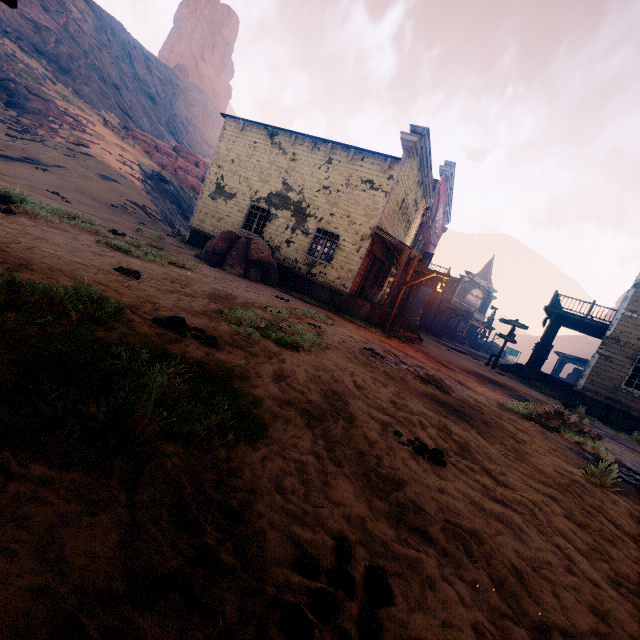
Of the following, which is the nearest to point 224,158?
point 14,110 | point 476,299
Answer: point 14,110

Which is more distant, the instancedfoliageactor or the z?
the instancedfoliageactor

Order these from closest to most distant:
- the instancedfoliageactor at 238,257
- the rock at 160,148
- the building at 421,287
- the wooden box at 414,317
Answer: the instancedfoliageactor at 238,257, the building at 421,287, the wooden box at 414,317, the rock at 160,148

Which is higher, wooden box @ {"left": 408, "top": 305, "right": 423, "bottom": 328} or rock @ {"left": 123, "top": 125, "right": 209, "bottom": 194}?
rock @ {"left": 123, "top": 125, "right": 209, "bottom": 194}

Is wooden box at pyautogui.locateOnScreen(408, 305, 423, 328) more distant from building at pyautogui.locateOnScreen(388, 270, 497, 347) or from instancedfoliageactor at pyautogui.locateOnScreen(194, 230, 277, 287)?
instancedfoliageactor at pyautogui.locateOnScreen(194, 230, 277, 287)

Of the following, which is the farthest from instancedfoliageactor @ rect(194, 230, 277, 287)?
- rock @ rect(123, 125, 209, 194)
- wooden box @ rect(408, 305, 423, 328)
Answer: rock @ rect(123, 125, 209, 194)

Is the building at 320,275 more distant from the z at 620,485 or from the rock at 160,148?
the rock at 160,148

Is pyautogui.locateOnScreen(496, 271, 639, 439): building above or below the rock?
below
